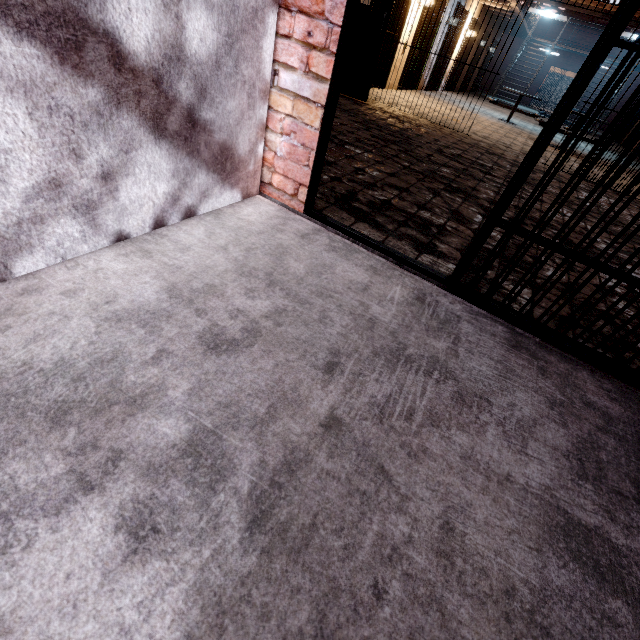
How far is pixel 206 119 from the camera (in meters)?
Result: 1.57
